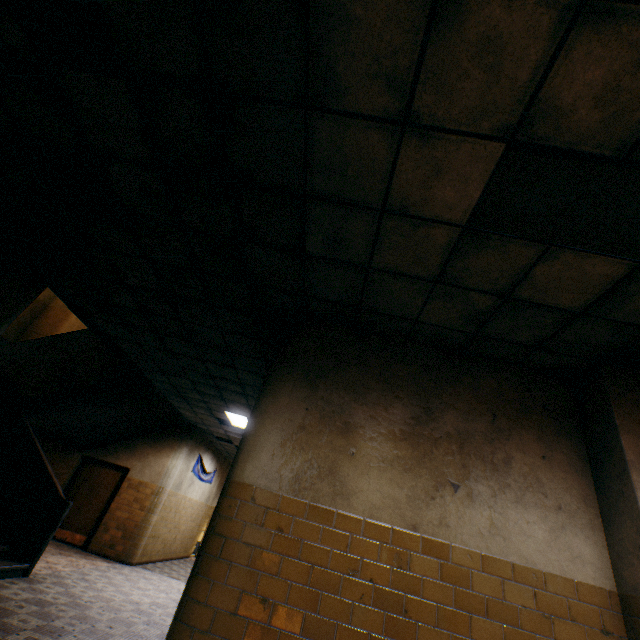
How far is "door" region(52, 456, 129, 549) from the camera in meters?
9.3 m

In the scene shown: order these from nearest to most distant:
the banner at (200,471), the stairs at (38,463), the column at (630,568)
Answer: the column at (630,568)
the stairs at (38,463)
the banner at (200,471)

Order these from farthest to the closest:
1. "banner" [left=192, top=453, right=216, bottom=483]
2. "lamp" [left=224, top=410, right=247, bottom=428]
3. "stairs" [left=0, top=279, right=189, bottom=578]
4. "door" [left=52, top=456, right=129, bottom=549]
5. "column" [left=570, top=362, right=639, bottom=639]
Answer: "banner" [left=192, top=453, right=216, bottom=483] < "door" [left=52, top=456, right=129, bottom=549] < "lamp" [left=224, top=410, right=247, bottom=428] < "stairs" [left=0, top=279, right=189, bottom=578] < "column" [left=570, top=362, right=639, bottom=639]

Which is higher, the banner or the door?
the banner

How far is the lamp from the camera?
8.76m

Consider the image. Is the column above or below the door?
above

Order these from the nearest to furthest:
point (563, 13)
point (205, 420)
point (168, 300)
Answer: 1. point (563, 13)
2. point (168, 300)
3. point (205, 420)

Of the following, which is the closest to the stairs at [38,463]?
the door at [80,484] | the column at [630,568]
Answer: the door at [80,484]
